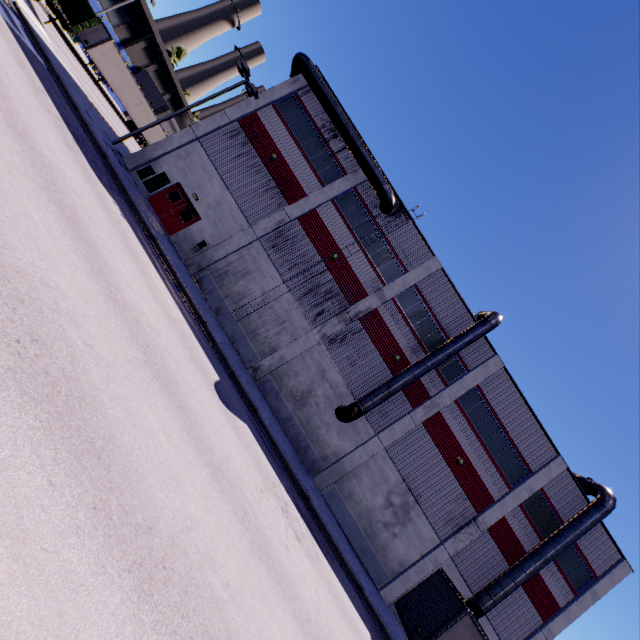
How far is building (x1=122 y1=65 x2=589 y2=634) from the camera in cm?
2053

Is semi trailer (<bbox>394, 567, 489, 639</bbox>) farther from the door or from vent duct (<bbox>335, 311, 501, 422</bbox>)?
the door

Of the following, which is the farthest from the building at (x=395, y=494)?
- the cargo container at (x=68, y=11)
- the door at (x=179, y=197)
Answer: the cargo container at (x=68, y=11)

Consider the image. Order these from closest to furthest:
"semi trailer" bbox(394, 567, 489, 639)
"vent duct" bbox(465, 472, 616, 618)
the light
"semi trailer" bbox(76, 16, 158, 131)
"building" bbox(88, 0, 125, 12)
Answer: "semi trailer" bbox(394, 567, 489, 639) < "vent duct" bbox(465, 472, 616, 618) < the light < "semi trailer" bbox(76, 16, 158, 131) < "building" bbox(88, 0, 125, 12)

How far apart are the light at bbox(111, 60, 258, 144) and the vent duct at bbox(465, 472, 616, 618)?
33.9 meters

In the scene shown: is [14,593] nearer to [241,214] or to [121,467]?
[121,467]

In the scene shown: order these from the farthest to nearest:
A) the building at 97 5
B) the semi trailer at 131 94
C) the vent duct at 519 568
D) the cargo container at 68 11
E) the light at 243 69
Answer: the building at 97 5, the semi trailer at 131 94, the cargo container at 68 11, the light at 243 69, the vent duct at 519 568

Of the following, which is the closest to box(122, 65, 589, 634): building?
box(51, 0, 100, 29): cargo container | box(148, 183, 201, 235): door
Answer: box(148, 183, 201, 235): door
